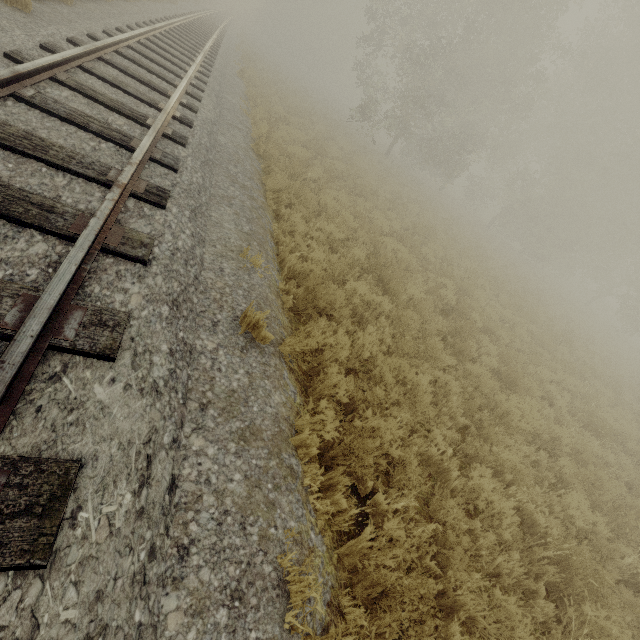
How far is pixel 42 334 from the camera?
2.1m
